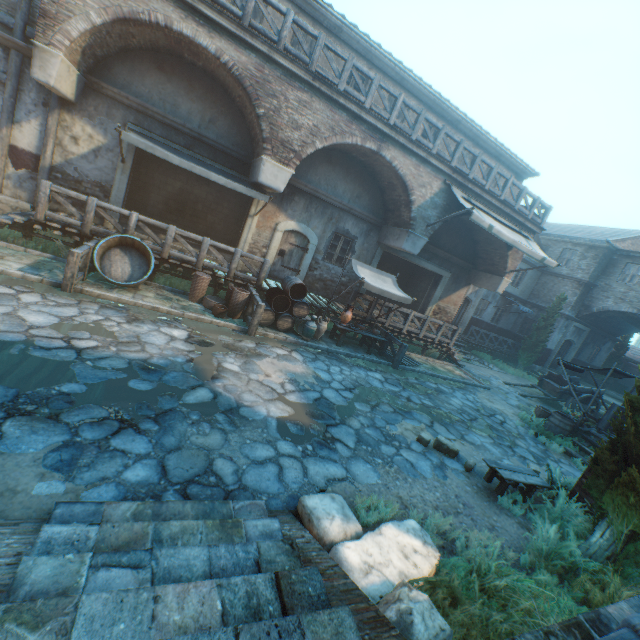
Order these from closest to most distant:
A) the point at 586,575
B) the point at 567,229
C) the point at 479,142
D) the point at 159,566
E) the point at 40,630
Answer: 1. the point at 40,630
2. the point at 159,566
3. the point at 586,575
4. the point at 479,142
5. the point at 567,229

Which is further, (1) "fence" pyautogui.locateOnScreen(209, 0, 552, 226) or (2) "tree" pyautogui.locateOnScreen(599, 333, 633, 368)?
(2) "tree" pyautogui.locateOnScreen(599, 333, 633, 368)

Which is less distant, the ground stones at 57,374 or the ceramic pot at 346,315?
the ground stones at 57,374

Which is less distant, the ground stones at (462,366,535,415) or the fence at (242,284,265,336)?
the fence at (242,284,265,336)

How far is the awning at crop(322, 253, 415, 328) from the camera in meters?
10.7 m

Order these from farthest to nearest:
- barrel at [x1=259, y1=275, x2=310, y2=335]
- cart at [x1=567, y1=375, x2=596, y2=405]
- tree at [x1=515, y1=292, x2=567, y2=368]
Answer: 1. tree at [x1=515, y1=292, x2=567, y2=368]
2. cart at [x1=567, y1=375, x2=596, y2=405]
3. barrel at [x1=259, y1=275, x2=310, y2=335]

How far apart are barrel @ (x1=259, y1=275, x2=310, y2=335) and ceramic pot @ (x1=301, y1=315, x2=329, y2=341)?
0.1m

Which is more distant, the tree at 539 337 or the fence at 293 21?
the tree at 539 337
